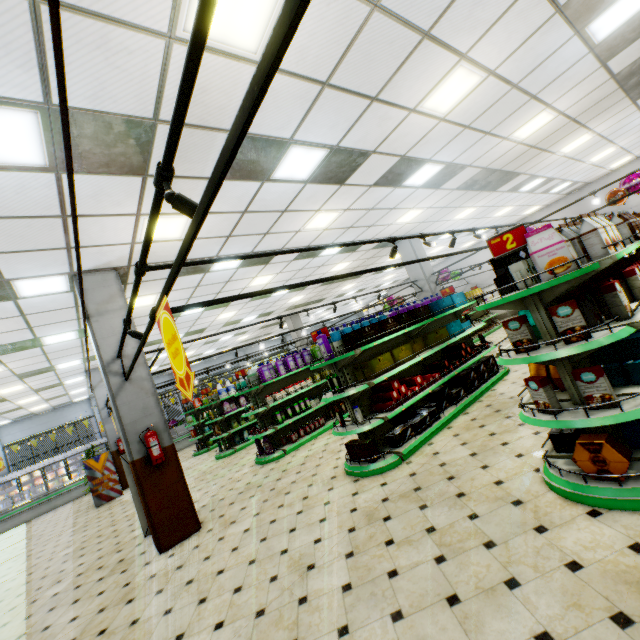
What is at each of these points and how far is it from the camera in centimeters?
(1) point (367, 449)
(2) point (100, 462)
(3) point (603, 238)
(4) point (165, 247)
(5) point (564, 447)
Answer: (1) boxed food, 517cm
(2) sign, 1173cm
(3) packaged food, 304cm
(4) building, 603cm
(5) boxed food, 339cm

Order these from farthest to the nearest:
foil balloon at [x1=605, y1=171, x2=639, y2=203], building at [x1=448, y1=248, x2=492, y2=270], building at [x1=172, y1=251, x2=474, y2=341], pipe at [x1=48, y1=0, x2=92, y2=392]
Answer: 1. building at [x1=448, y1=248, x2=492, y2=270]
2. building at [x1=172, y1=251, x2=474, y2=341]
3. foil balloon at [x1=605, y1=171, x2=639, y2=203]
4. pipe at [x1=48, y1=0, x2=92, y2=392]

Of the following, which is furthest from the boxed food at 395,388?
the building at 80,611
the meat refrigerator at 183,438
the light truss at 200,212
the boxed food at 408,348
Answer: the meat refrigerator at 183,438

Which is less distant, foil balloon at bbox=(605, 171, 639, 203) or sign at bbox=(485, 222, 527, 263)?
sign at bbox=(485, 222, 527, 263)

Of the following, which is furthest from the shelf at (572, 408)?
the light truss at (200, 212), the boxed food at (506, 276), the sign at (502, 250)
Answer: the sign at (502, 250)

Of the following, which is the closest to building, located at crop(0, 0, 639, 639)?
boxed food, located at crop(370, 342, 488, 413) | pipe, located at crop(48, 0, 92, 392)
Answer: pipe, located at crop(48, 0, 92, 392)

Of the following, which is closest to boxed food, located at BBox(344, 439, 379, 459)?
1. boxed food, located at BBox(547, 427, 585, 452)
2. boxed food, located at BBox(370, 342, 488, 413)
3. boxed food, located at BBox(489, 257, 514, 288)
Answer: boxed food, located at BBox(370, 342, 488, 413)

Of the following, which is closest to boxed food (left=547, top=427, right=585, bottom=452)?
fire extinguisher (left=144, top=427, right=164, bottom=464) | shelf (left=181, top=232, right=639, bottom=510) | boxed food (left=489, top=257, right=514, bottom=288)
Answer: boxed food (left=489, top=257, right=514, bottom=288)
